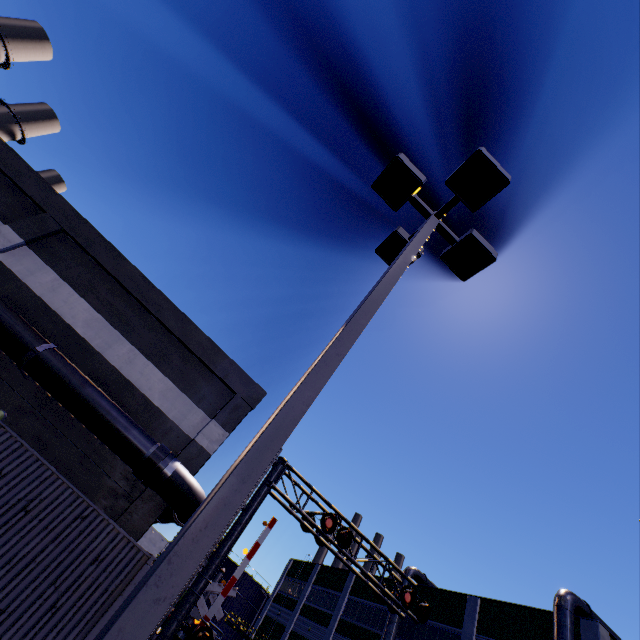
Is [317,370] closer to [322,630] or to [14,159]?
[14,159]

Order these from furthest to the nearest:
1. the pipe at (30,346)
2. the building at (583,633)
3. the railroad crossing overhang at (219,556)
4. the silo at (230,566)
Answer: the silo at (230,566)
the building at (583,633)
the pipe at (30,346)
the railroad crossing overhang at (219,556)

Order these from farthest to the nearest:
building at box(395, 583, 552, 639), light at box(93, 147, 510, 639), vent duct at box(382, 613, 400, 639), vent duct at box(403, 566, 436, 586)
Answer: vent duct at box(403, 566, 436, 586) < vent duct at box(382, 613, 400, 639) < building at box(395, 583, 552, 639) < light at box(93, 147, 510, 639)

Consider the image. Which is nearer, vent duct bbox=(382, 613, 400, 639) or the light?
the light

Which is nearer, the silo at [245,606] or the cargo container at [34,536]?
the cargo container at [34,536]

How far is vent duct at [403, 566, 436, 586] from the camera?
29.4 meters

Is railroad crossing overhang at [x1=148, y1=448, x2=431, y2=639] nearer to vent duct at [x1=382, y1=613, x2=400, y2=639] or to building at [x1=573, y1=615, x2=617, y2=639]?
building at [x1=573, y1=615, x2=617, y2=639]

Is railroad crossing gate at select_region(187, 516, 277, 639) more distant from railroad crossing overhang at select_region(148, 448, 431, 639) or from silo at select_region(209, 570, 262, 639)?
silo at select_region(209, 570, 262, 639)
